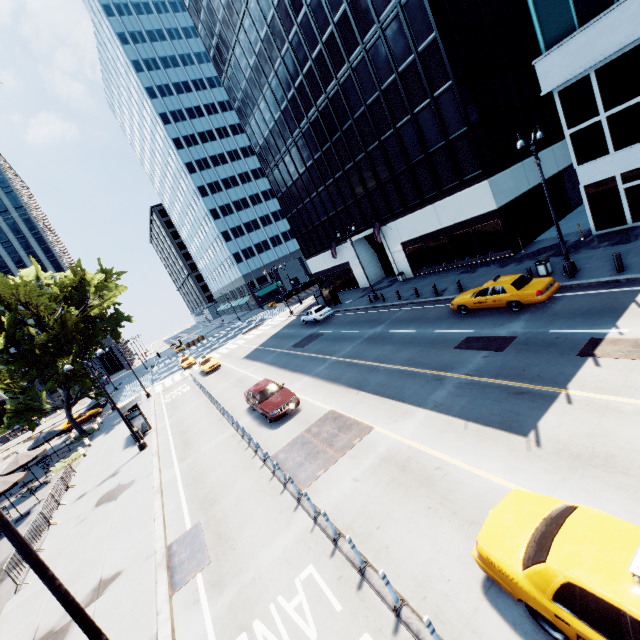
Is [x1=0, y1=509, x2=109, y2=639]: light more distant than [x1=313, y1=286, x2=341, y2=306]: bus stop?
No

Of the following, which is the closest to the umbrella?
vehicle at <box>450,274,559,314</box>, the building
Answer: vehicle at <box>450,274,559,314</box>

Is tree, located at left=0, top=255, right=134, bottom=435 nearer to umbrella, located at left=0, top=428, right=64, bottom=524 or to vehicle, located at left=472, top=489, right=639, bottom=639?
umbrella, located at left=0, top=428, right=64, bottom=524

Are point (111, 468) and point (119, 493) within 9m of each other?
yes

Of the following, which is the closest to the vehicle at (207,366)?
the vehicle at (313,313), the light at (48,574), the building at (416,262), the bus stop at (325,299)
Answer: the bus stop at (325,299)

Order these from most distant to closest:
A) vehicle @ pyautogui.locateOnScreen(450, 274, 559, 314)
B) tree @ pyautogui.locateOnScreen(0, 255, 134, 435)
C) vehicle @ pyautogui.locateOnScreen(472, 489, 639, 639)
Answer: tree @ pyautogui.locateOnScreen(0, 255, 134, 435) < vehicle @ pyautogui.locateOnScreen(450, 274, 559, 314) < vehicle @ pyautogui.locateOnScreen(472, 489, 639, 639)

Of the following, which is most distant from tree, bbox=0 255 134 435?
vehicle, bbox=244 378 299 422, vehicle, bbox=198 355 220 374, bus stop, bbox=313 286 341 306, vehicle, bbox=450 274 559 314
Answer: vehicle, bbox=450 274 559 314

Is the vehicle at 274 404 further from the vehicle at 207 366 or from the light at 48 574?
the vehicle at 207 366
